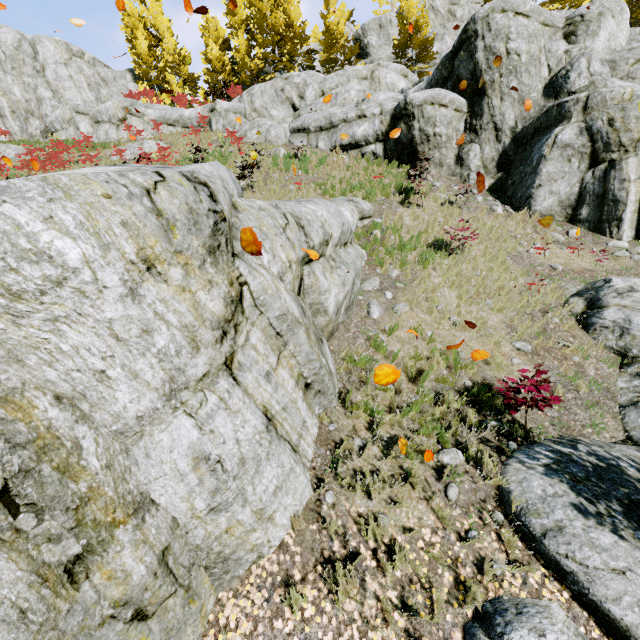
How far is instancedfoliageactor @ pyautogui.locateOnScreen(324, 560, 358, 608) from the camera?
3.6m

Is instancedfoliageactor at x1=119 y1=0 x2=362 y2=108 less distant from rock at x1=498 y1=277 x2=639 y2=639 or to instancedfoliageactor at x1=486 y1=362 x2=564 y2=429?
rock at x1=498 y1=277 x2=639 y2=639

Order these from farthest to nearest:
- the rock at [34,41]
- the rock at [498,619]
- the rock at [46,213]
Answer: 1. the rock at [34,41]
2. the rock at [498,619]
3. the rock at [46,213]

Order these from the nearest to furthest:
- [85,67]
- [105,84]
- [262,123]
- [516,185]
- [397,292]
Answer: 1. [397,292]
2. [516,185]
3. [262,123]
4. [85,67]
5. [105,84]

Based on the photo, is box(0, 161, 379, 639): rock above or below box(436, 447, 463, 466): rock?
above

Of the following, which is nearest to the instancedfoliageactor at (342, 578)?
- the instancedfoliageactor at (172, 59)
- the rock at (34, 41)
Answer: the rock at (34, 41)
